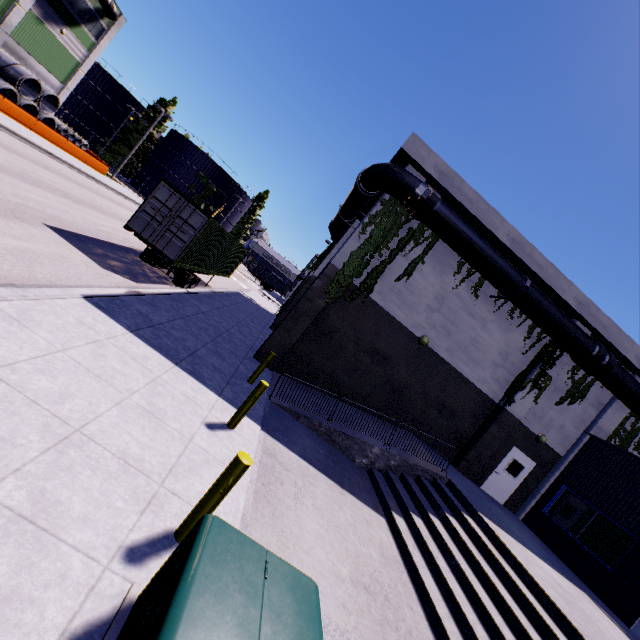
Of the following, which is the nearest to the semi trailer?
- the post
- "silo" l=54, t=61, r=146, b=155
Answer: "silo" l=54, t=61, r=146, b=155

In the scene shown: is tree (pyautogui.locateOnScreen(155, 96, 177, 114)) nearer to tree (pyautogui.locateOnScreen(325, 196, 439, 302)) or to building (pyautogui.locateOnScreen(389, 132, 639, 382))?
building (pyautogui.locateOnScreen(389, 132, 639, 382))

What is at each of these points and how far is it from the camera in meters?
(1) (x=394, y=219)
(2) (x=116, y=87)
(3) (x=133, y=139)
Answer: (1) tree, 12.7
(2) silo, 53.4
(3) tree, 53.5

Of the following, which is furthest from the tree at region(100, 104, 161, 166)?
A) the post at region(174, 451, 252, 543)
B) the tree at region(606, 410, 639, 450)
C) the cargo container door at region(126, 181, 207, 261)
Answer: the post at region(174, 451, 252, 543)

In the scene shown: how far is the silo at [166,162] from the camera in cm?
5406

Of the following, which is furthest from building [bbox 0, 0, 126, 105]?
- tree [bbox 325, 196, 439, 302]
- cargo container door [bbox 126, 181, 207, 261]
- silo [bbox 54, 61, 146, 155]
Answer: cargo container door [bbox 126, 181, 207, 261]

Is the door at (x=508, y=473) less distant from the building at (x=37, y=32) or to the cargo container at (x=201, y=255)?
the building at (x=37, y=32)

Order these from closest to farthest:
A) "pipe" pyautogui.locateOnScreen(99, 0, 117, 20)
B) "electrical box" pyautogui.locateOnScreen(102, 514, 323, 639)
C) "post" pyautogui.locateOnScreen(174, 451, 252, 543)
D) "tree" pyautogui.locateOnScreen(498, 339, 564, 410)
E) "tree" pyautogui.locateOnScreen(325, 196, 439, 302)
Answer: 1. "electrical box" pyautogui.locateOnScreen(102, 514, 323, 639)
2. "post" pyautogui.locateOnScreen(174, 451, 252, 543)
3. "tree" pyautogui.locateOnScreen(325, 196, 439, 302)
4. "tree" pyautogui.locateOnScreen(498, 339, 564, 410)
5. "pipe" pyautogui.locateOnScreen(99, 0, 117, 20)
